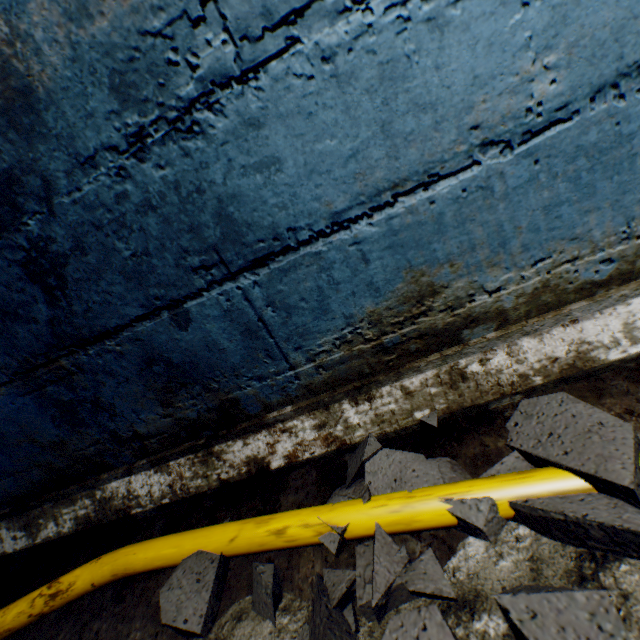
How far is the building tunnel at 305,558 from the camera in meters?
0.7 m

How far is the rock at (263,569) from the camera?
0.7m

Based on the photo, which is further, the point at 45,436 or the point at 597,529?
the point at 45,436

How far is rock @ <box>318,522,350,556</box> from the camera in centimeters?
74cm

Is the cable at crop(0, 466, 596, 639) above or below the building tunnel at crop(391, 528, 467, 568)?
above
